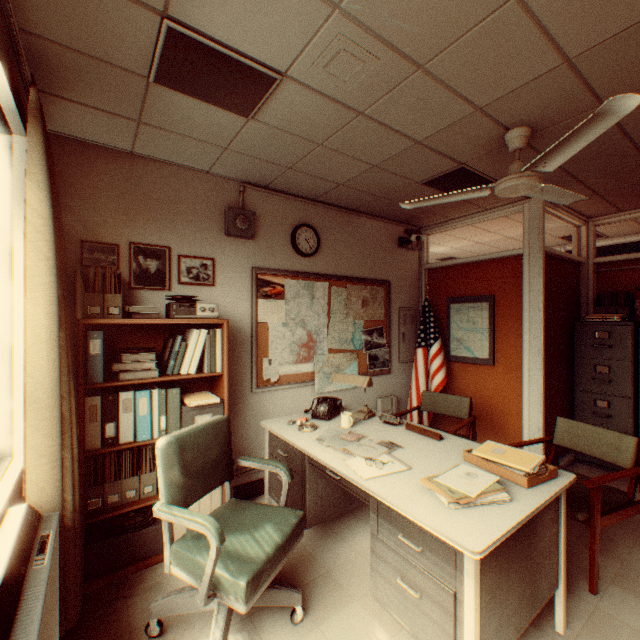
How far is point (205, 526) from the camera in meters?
1.6 m

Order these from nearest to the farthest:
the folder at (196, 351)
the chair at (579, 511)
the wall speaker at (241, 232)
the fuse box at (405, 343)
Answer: the chair at (579, 511) < the folder at (196, 351) < the wall speaker at (241, 232) < the fuse box at (405, 343)

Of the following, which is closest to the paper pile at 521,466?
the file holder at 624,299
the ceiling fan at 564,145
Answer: the ceiling fan at 564,145

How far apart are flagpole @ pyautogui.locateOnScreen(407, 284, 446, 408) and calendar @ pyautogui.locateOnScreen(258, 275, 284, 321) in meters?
2.3

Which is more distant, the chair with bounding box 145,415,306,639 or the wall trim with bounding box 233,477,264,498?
the wall trim with bounding box 233,477,264,498

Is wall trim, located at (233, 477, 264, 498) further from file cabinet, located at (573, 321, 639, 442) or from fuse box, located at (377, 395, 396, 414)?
file cabinet, located at (573, 321, 639, 442)

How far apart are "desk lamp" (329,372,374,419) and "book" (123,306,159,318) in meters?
1.7 m

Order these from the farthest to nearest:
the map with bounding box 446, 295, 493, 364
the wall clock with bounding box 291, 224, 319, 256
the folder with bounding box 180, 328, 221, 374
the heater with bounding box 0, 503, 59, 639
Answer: the map with bounding box 446, 295, 493, 364, the wall clock with bounding box 291, 224, 319, 256, the folder with bounding box 180, 328, 221, 374, the heater with bounding box 0, 503, 59, 639
